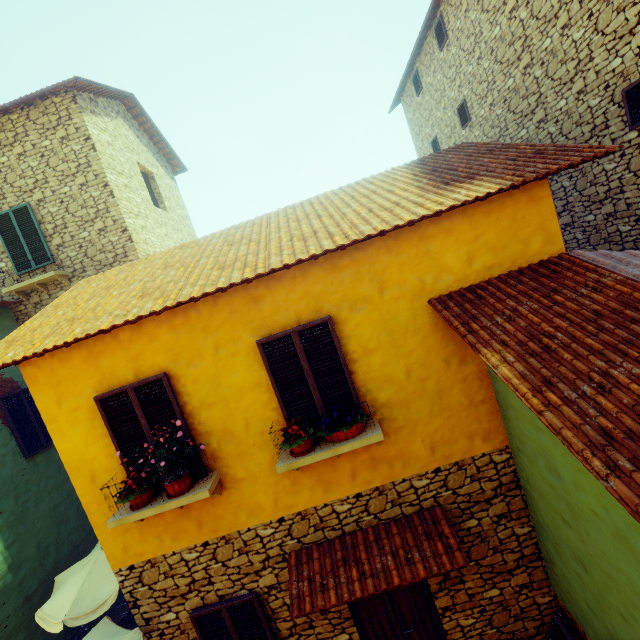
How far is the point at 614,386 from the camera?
2.7m

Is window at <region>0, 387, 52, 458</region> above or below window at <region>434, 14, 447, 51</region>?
below

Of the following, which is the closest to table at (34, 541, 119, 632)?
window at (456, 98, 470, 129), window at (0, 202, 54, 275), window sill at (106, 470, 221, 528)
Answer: window sill at (106, 470, 221, 528)

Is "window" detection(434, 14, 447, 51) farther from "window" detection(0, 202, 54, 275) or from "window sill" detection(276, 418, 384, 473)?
"window" detection(0, 202, 54, 275)

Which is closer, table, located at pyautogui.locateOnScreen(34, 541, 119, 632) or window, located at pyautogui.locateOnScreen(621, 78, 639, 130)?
window, located at pyautogui.locateOnScreen(621, 78, 639, 130)

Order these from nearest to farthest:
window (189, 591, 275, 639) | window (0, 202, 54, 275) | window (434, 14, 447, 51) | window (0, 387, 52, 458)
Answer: window (189, 591, 275, 639) < window (0, 387, 52, 458) < window (0, 202, 54, 275) < window (434, 14, 447, 51)

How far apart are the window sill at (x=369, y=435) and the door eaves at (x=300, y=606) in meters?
1.2 m

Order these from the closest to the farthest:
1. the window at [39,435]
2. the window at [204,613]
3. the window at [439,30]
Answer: the window at [204,613], the window at [39,435], the window at [439,30]
